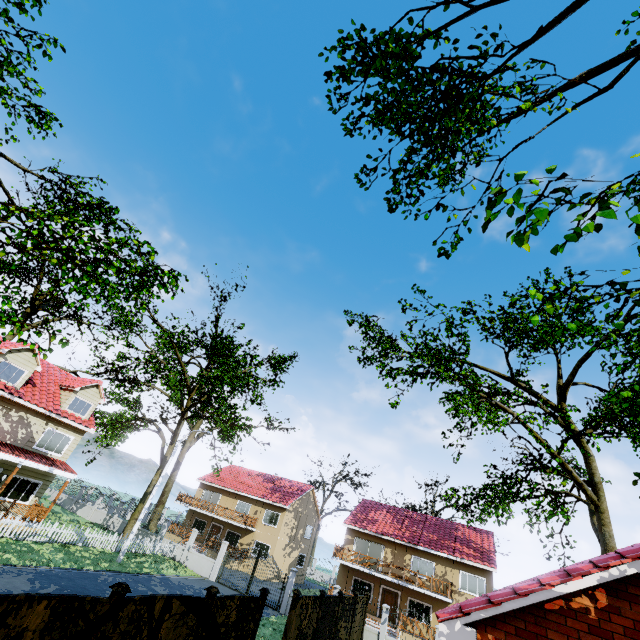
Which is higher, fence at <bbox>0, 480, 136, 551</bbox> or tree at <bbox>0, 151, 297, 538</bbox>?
tree at <bbox>0, 151, 297, 538</bbox>

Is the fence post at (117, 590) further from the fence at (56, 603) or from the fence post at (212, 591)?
the fence post at (212, 591)

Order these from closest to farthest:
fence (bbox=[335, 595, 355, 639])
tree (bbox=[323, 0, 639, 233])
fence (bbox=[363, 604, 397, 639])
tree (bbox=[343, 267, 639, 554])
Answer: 1. tree (bbox=[323, 0, 639, 233])
2. tree (bbox=[343, 267, 639, 554])
3. fence (bbox=[335, 595, 355, 639])
4. fence (bbox=[363, 604, 397, 639])

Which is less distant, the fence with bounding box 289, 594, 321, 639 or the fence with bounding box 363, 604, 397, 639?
the fence with bounding box 289, 594, 321, 639

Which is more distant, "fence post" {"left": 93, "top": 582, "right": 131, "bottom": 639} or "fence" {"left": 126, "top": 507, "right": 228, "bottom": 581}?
"fence" {"left": 126, "top": 507, "right": 228, "bottom": 581}

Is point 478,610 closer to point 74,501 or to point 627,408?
point 627,408

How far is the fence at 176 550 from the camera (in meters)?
24.58

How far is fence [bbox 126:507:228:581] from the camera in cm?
2458
